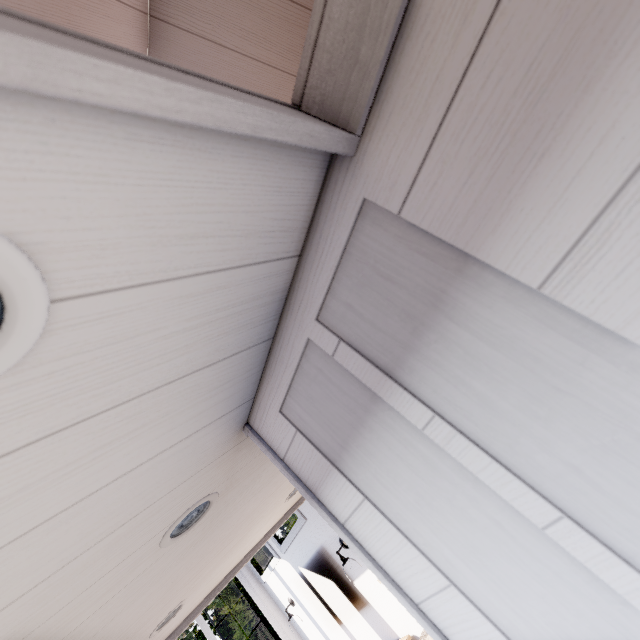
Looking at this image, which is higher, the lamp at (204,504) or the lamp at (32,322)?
the lamp at (204,504)

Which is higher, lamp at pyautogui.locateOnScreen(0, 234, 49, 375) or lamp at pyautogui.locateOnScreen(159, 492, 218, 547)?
lamp at pyautogui.locateOnScreen(159, 492, 218, 547)

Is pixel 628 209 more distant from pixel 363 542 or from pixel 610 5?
pixel 363 542

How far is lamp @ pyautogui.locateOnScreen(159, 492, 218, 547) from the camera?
1.0m

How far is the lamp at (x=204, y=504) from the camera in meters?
1.0 m

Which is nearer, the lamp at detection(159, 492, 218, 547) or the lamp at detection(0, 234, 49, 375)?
the lamp at detection(0, 234, 49, 375)
